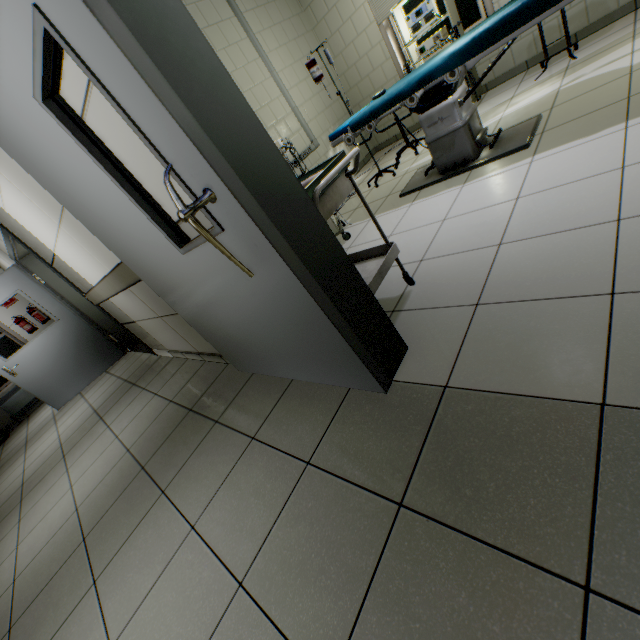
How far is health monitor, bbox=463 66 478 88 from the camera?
4.0 meters

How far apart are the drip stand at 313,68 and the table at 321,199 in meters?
2.3 m

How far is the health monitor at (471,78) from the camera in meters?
4.0 m

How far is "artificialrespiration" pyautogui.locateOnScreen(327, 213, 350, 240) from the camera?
3.24m

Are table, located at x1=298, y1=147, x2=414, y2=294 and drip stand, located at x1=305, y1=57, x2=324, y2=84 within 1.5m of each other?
no

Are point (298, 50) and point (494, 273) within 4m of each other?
no

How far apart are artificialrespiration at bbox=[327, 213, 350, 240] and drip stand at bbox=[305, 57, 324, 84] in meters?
0.9

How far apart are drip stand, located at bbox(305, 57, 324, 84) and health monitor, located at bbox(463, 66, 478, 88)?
1.01m
